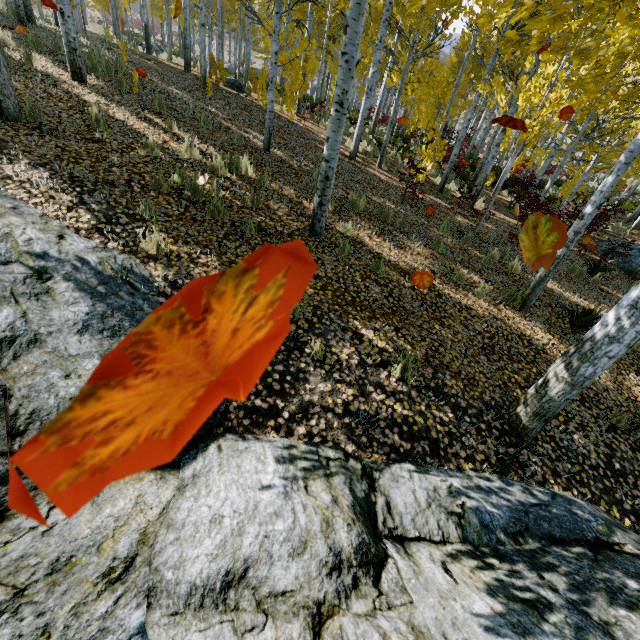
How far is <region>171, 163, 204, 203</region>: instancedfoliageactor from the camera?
4.99m

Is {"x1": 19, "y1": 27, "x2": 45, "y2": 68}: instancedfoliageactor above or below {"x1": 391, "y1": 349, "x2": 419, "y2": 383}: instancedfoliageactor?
above

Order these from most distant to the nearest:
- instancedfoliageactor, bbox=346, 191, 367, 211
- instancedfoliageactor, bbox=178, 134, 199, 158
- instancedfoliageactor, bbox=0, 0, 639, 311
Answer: instancedfoliageactor, bbox=346, 191, 367, 211, instancedfoliageactor, bbox=178, 134, 199, 158, instancedfoliageactor, bbox=0, 0, 639, 311

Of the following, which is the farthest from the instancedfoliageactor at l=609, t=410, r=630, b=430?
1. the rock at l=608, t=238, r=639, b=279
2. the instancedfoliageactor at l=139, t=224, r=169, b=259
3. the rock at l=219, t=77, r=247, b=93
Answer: the instancedfoliageactor at l=139, t=224, r=169, b=259

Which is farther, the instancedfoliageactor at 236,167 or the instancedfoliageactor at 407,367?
the instancedfoliageactor at 236,167

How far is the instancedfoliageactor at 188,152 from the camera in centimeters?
583cm

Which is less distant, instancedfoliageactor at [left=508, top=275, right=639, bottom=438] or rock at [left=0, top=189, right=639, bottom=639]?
rock at [left=0, top=189, right=639, bottom=639]

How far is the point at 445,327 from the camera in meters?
5.0 m
